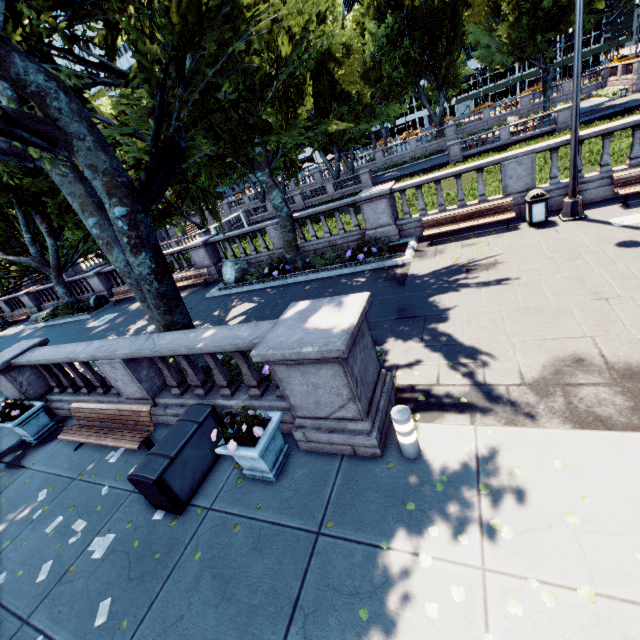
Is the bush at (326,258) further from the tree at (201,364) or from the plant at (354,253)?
the tree at (201,364)

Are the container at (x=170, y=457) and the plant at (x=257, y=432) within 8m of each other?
yes

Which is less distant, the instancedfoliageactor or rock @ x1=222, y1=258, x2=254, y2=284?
the instancedfoliageactor

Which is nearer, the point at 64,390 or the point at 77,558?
the point at 77,558

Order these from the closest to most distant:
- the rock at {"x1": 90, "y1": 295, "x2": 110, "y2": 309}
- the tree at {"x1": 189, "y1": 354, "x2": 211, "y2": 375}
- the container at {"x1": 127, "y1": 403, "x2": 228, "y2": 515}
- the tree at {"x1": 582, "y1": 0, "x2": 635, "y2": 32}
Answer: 1. the container at {"x1": 127, "y1": 403, "x2": 228, "y2": 515}
2. the tree at {"x1": 189, "y1": 354, "x2": 211, "y2": 375}
3. the rock at {"x1": 90, "y1": 295, "x2": 110, "y2": 309}
4. the tree at {"x1": 582, "y1": 0, "x2": 635, "y2": 32}

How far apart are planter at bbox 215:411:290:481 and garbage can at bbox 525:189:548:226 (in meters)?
10.21

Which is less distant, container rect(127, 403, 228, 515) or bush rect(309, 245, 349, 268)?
container rect(127, 403, 228, 515)

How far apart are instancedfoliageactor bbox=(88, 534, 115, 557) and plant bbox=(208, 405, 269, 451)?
2.4 meters
